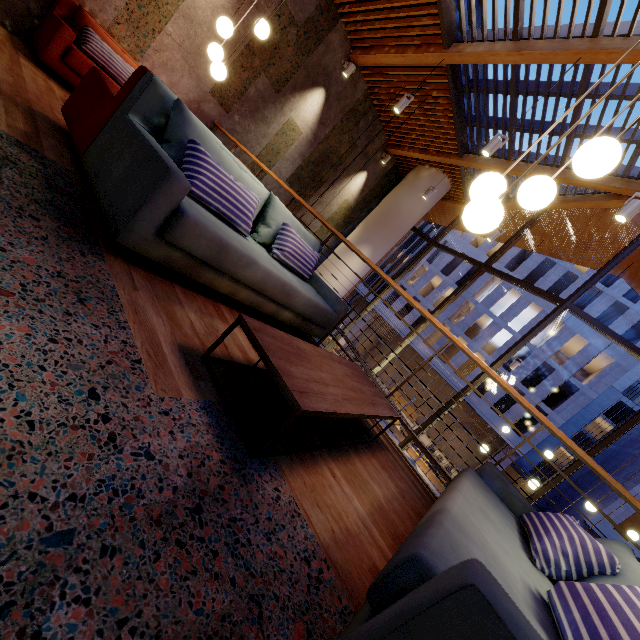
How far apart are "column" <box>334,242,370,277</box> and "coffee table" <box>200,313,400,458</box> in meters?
6.7

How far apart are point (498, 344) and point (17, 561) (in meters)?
39.79

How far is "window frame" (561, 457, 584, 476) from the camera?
5.4 meters

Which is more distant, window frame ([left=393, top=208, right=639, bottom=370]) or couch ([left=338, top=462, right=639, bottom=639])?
window frame ([left=393, top=208, right=639, bottom=370])

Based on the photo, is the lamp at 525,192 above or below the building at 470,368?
below

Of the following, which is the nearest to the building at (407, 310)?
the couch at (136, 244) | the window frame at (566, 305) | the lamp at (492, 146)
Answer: the window frame at (566, 305)

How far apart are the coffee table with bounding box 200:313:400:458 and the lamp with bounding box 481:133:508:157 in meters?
4.1 m

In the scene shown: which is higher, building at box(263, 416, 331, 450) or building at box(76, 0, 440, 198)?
building at box(76, 0, 440, 198)
